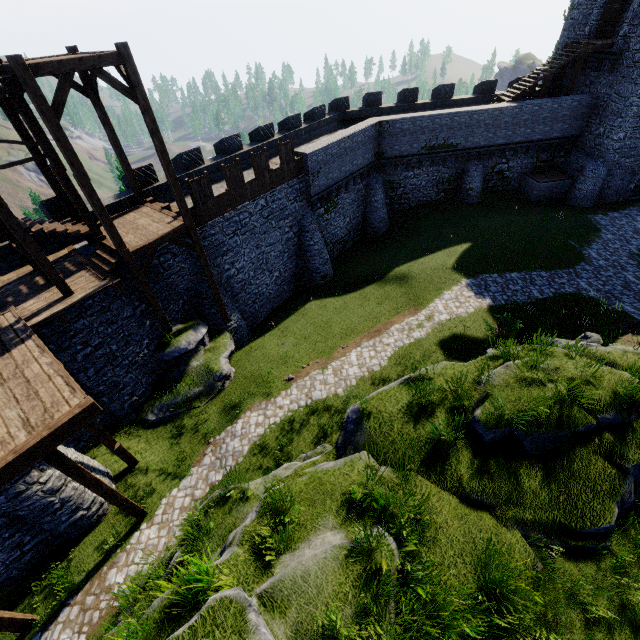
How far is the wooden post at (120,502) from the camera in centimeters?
814cm

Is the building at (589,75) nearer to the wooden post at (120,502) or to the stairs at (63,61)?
the stairs at (63,61)

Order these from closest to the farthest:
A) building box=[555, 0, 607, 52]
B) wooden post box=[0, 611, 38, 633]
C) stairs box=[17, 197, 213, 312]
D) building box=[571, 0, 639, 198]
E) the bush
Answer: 1. wooden post box=[0, 611, 38, 633]
2. stairs box=[17, 197, 213, 312]
3. the bush
4. building box=[571, 0, 639, 198]
5. building box=[555, 0, 607, 52]

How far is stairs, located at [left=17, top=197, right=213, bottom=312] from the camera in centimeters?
1259cm

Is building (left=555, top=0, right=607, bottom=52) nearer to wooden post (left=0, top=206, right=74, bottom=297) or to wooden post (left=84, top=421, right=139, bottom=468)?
wooden post (left=0, top=206, right=74, bottom=297)

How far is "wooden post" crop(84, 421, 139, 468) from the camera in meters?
11.0

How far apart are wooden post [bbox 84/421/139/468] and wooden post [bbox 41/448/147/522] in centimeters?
183cm

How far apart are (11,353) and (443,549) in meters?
12.9 m
